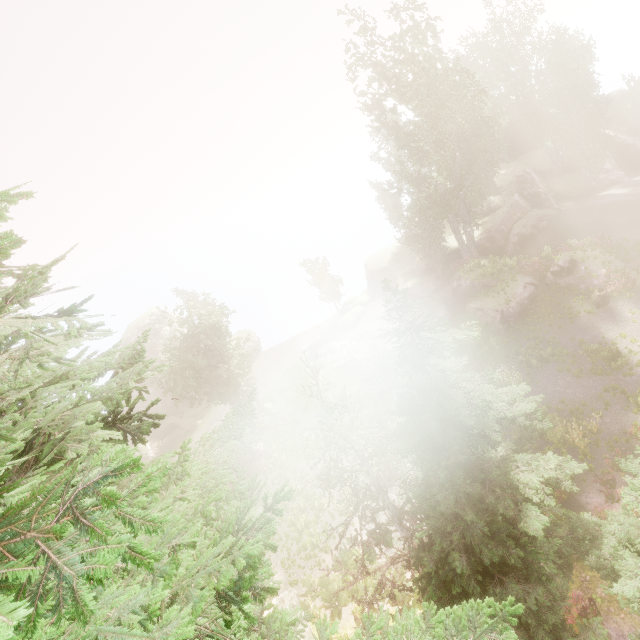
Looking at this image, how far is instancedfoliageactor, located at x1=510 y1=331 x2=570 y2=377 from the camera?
20.5 meters

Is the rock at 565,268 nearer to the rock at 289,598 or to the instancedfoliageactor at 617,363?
the instancedfoliageactor at 617,363

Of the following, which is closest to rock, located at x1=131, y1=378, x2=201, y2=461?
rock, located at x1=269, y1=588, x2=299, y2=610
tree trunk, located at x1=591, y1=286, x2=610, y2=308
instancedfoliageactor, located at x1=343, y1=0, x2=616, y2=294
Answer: instancedfoliageactor, located at x1=343, y1=0, x2=616, y2=294

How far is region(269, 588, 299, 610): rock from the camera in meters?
14.6

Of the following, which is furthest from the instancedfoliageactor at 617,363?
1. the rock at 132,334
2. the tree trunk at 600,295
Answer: the tree trunk at 600,295

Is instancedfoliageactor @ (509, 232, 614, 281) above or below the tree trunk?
above

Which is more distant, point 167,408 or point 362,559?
point 167,408

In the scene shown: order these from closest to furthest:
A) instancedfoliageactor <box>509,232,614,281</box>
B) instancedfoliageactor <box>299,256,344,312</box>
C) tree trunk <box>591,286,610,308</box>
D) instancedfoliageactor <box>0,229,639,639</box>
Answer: instancedfoliageactor <box>0,229,639,639</box> < tree trunk <box>591,286,610,308</box> < instancedfoliageactor <box>509,232,614,281</box> < instancedfoliageactor <box>299,256,344,312</box>
